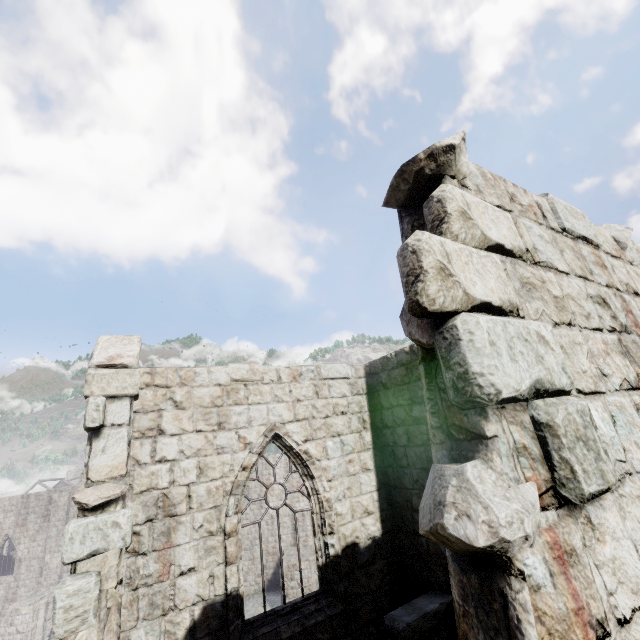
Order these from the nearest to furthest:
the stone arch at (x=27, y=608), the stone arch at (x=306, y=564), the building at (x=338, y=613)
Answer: the building at (x=338, y=613) < the stone arch at (x=27, y=608) < the stone arch at (x=306, y=564)

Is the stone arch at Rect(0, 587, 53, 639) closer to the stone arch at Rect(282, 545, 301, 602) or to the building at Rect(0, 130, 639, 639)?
the building at Rect(0, 130, 639, 639)

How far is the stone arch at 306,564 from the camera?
22.1 meters

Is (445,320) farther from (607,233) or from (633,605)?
(607,233)

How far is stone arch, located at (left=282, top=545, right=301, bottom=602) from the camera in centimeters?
2194cm

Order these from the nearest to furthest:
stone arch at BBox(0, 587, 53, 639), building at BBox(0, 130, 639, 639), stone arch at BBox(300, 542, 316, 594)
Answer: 1. building at BBox(0, 130, 639, 639)
2. stone arch at BBox(0, 587, 53, 639)
3. stone arch at BBox(300, 542, 316, 594)

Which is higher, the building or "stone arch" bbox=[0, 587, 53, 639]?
the building

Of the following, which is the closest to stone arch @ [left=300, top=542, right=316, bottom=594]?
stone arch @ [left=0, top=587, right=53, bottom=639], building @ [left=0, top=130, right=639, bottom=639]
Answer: building @ [left=0, top=130, right=639, bottom=639]
